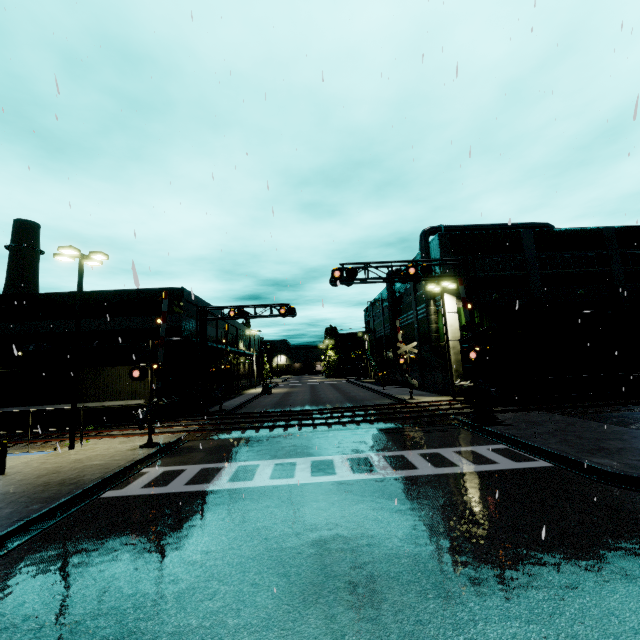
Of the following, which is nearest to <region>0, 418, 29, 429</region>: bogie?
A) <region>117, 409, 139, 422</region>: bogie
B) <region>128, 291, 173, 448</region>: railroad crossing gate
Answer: <region>117, 409, 139, 422</region>: bogie

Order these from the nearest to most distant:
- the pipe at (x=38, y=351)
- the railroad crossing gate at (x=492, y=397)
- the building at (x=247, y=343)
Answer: the railroad crossing gate at (x=492, y=397) → the pipe at (x=38, y=351) → the building at (x=247, y=343)

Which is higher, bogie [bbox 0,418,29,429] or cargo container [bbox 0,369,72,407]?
cargo container [bbox 0,369,72,407]

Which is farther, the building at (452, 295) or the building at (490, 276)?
the building at (490, 276)

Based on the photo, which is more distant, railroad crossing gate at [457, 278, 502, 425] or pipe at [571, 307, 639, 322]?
pipe at [571, 307, 639, 322]

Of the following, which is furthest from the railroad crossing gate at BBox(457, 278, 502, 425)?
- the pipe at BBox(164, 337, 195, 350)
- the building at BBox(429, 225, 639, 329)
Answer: the pipe at BBox(164, 337, 195, 350)

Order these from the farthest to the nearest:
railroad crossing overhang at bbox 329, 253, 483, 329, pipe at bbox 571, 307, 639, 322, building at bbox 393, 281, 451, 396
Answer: building at bbox 393, 281, 451, 396
pipe at bbox 571, 307, 639, 322
railroad crossing overhang at bbox 329, 253, 483, 329

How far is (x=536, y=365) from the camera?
23.2 meters
